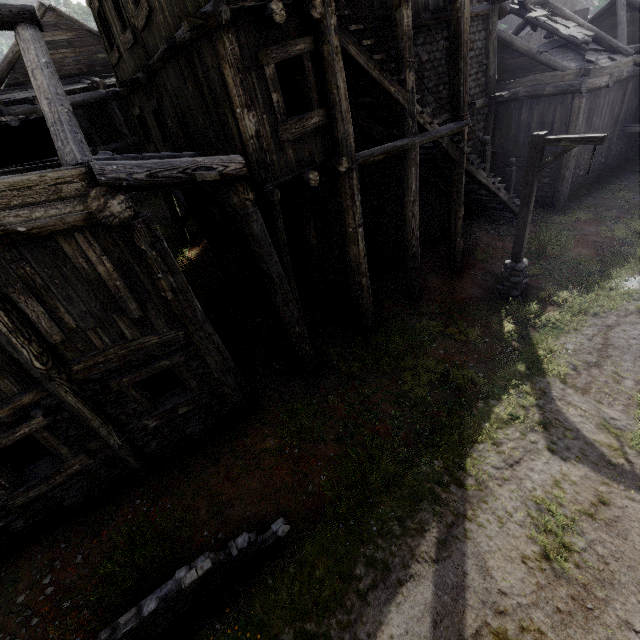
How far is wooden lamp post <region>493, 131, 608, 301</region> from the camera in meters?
7.6 m

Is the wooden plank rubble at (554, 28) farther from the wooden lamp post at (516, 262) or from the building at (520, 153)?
the wooden lamp post at (516, 262)

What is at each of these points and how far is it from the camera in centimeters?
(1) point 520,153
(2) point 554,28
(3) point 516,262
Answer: (1) building, 1578cm
(2) wooden plank rubble, 1348cm
(3) wooden lamp post, 1005cm

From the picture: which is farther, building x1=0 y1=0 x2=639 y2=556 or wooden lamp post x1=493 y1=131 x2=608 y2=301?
wooden lamp post x1=493 y1=131 x2=608 y2=301

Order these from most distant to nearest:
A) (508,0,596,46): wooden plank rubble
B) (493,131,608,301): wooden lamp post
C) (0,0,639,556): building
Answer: (508,0,596,46): wooden plank rubble
(493,131,608,301): wooden lamp post
(0,0,639,556): building

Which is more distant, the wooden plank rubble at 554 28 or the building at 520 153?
the wooden plank rubble at 554 28

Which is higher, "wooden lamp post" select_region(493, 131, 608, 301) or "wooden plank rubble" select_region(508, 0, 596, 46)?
"wooden plank rubble" select_region(508, 0, 596, 46)

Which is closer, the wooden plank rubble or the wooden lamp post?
the wooden lamp post
